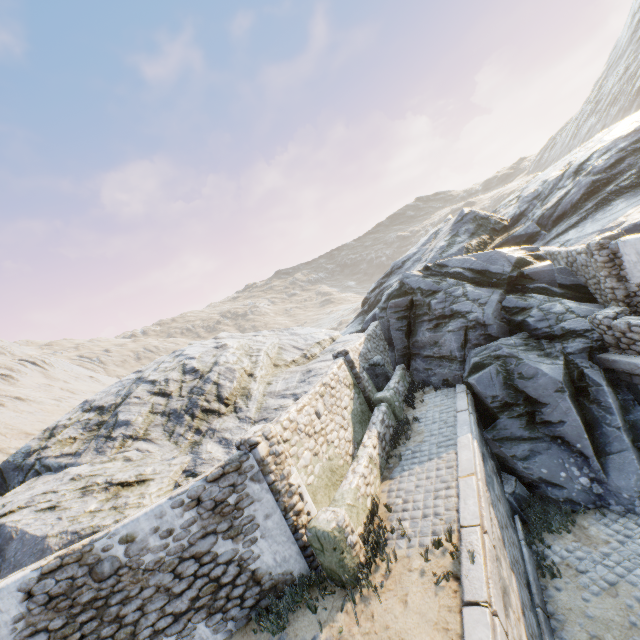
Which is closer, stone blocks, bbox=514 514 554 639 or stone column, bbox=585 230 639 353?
stone blocks, bbox=514 514 554 639

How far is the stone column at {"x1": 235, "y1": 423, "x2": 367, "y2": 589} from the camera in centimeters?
603cm

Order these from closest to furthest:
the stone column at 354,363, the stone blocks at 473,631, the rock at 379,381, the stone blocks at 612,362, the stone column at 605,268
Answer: the stone blocks at 473,631 < the stone blocks at 612,362 < the stone column at 605,268 < the stone column at 354,363 < the rock at 379,381

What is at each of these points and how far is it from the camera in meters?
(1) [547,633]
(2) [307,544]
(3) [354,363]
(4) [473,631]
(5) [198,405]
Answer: (1) stone blocks, 6.6 m
(2) stone column, 6.6 m
(3) stone column, 12.0 m
(4) stone blocks, 4.3 m
(5) rock, 13.4 m

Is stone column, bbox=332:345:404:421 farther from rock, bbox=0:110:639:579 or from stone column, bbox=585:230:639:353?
stone column, bbox=585:230:639:353

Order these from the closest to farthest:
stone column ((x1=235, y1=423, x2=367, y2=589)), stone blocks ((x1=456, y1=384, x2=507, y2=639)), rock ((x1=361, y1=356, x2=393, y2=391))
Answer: stone blocks ((x1=456, y1=384, x2=507, y2=639)), stone column ((x1=235, y1=423, x2=367, y2=589)), rock ((x1=361, y1=356, x2=393, y2=391))

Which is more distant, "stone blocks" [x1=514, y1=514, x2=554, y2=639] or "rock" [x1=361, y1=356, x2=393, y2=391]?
"rock" [x1=361, y1=356, x2=393, y2=391]

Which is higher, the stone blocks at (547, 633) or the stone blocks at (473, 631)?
the stone blocks at (473, 631)
